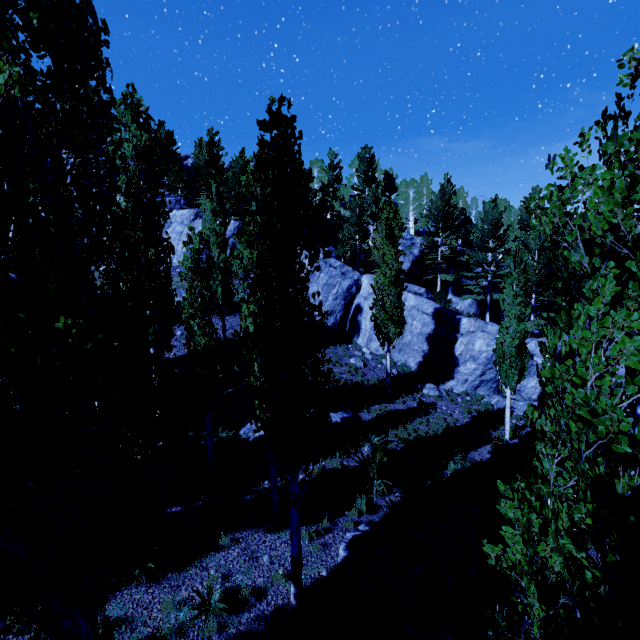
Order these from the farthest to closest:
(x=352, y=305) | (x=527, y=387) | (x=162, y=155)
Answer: (x=162, y=155) < (x=352, y=305) < (x=527, y=387)

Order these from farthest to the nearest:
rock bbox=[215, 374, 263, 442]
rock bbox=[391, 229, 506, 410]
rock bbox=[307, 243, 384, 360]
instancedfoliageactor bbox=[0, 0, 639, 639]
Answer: rock bbox=[307, 243, 384, 360], rock bbox=[391, 229, 506, 410], rock bbox=[215, 374, 263, 442], instancedfoliageactor bbox=[0, 0, 639, 639]

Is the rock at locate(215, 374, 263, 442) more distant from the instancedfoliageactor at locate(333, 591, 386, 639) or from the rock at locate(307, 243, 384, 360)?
the rock at locate(307, 243, 384, 360)

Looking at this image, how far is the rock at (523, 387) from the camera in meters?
18.6 m

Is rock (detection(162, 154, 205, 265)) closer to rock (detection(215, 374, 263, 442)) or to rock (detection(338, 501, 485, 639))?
rock (detection(215, 374, 263, 442))

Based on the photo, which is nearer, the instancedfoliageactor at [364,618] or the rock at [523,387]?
the instancedfoliageactor at [364,618]
